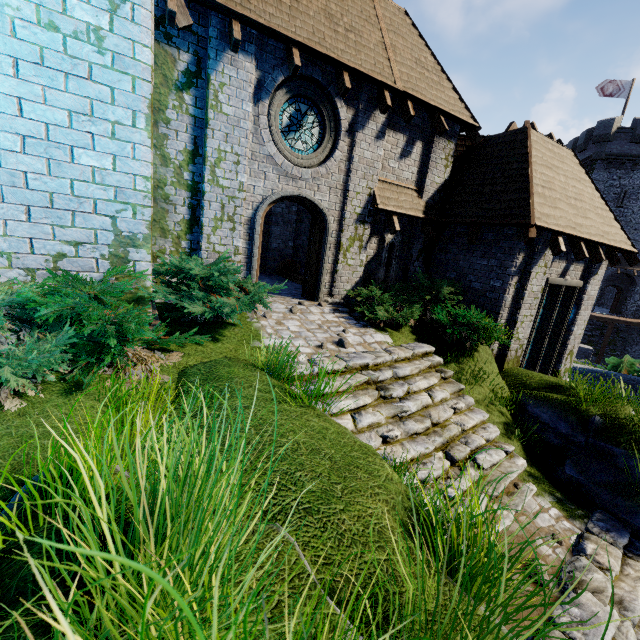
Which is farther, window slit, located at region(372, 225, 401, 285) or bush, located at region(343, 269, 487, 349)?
window slit, located at region(372, 225, 401, 285)

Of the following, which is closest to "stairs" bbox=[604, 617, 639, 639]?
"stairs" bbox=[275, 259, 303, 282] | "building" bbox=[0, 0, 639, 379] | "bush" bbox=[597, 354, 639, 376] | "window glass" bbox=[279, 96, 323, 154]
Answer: "building" bbox=[0, 0, 639, 379]

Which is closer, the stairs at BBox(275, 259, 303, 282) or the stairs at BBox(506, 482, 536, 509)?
the stairs at BBox(506, 482, 536, 509)

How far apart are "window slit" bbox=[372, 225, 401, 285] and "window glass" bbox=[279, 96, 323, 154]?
3.0 meters

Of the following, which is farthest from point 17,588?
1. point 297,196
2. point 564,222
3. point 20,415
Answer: point 564,222

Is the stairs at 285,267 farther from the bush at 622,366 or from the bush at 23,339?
the bush at 622,366

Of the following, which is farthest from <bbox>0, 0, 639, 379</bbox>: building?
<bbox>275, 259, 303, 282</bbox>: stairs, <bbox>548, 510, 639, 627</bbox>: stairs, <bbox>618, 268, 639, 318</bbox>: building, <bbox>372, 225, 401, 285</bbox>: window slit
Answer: → <bbox>618, 268, 639, 318</bbox>: building

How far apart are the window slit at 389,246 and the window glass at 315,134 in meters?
3.0
